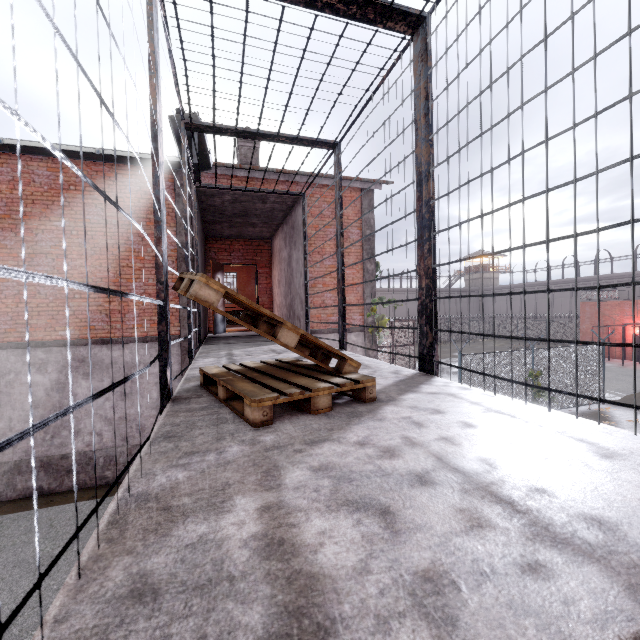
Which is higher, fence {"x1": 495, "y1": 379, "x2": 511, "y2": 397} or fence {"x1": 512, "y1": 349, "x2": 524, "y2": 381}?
fence {"x1": 512, "y1": 349, "x2": 524, "y2": 381}

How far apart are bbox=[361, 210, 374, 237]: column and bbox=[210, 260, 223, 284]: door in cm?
462

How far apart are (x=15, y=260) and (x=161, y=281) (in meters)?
9.45

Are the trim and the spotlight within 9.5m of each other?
no

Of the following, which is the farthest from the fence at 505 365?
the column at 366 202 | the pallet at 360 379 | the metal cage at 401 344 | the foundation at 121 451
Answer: the foundation at 121 451

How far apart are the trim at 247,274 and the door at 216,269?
16.1 meters

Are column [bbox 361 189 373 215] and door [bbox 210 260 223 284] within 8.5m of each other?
yes
